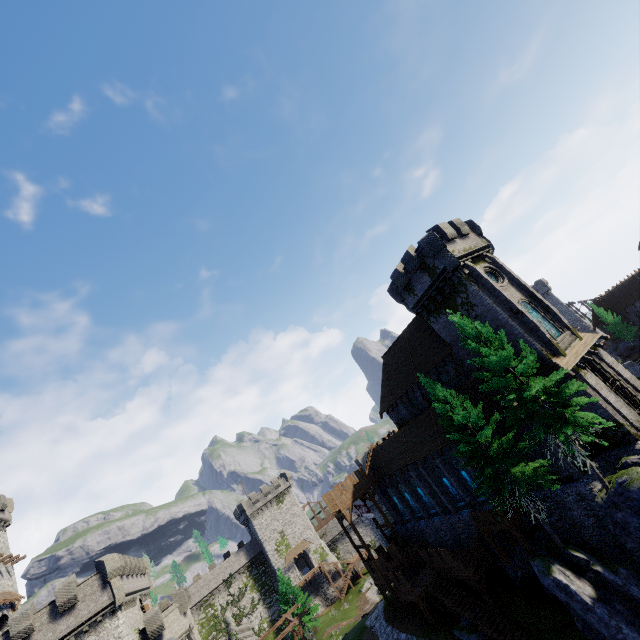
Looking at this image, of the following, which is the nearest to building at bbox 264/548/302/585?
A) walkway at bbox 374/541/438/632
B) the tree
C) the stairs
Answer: walkway at bbox 374/541/438/632

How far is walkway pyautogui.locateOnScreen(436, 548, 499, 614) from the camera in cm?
2634

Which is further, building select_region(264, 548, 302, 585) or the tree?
building select_region(264, 548, 302, 585)

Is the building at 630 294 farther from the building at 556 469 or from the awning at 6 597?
the awning at 6 597

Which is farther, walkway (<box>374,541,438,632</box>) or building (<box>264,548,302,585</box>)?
building (<box>264,548,302,585</box>)

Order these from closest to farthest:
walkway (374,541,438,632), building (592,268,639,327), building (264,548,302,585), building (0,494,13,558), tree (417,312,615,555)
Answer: tree (417,312,615,555) → walkway (374,541,438,632) → building (0,494,13,558) → building (592,268,639,327) → building (264,548,302,585)

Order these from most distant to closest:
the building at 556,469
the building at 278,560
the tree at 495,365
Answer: the building at 278,560, the building at 556,469, the tree at 495,365

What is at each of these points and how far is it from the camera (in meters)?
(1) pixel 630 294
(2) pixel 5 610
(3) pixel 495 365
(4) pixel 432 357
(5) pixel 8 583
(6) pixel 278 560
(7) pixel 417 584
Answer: (1) building, 50.59
(2) building, 33.53
(3) tree, 19.59
(4) building, 31.53
(5) building, 35.91
(6) building, 59.38
(7) walkway, 31.50
